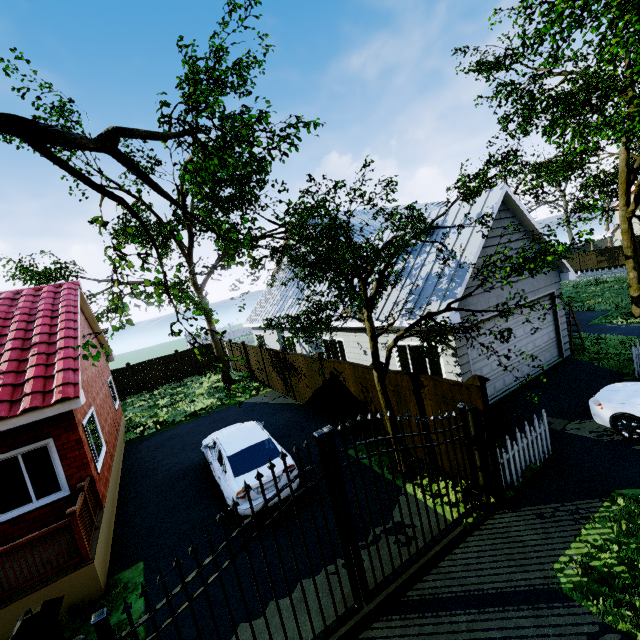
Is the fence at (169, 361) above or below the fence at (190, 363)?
above

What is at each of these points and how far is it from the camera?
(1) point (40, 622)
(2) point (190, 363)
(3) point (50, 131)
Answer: (1) fence post, 2.9m
(2) fence, 25.2m
(3) tree, 3.3m

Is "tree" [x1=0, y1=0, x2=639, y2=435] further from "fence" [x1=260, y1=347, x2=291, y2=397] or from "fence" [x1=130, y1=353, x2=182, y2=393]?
"fence" [x1=130, y1=353, x2=182, y2=393]

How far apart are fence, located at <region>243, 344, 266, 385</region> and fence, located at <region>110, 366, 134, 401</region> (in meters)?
9.51

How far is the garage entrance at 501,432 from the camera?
8.45m

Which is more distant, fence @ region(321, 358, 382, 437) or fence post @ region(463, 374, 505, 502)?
fence @ region(321, 358, 382, 437)

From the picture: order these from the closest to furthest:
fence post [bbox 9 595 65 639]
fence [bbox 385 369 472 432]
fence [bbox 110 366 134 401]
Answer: fence post [bbox 9 595 65 639], fence [bbox 385 369 472 432], fence [bbox 110 366 134 401]

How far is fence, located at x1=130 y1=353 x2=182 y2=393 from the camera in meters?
23.4
